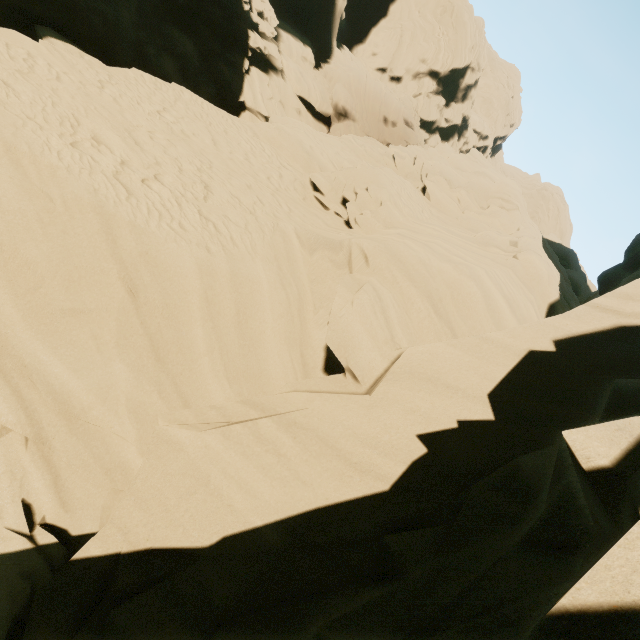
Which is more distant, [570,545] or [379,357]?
[379,357]
